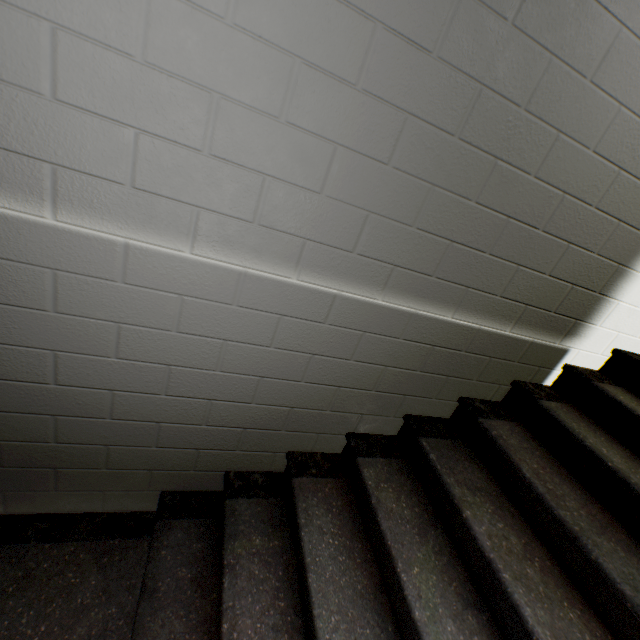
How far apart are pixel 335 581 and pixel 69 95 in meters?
1.9 m
